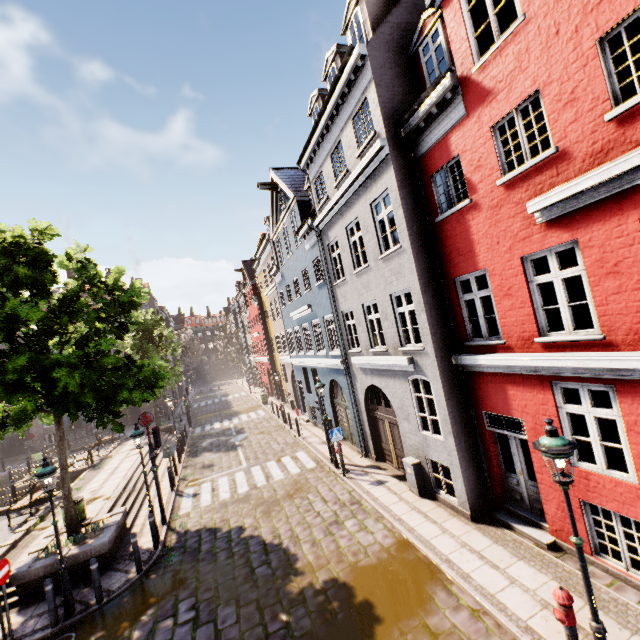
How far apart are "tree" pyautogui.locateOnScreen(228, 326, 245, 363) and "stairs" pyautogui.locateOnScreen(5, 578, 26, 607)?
48.0 meters

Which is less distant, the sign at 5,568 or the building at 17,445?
the sign at 5,568

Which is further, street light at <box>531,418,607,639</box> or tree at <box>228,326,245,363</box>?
tree at <box>228,326,245,363</box>

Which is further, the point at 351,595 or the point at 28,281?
the point at 28,281

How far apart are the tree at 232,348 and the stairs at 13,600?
48.0m

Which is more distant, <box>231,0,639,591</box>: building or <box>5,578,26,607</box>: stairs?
<box>5,578,26,607</box>: stairs

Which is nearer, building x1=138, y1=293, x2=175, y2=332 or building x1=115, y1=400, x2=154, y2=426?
building x1=115, y1=400, x2=154, y2=426

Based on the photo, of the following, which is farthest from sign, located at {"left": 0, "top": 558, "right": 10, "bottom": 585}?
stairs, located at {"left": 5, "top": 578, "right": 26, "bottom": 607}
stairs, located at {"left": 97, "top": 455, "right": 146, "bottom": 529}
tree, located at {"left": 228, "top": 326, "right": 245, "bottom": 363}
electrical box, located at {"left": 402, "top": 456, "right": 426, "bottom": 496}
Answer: tree, located at {"left": 228, "top": 326, "right": 245, "bottom": 363}
